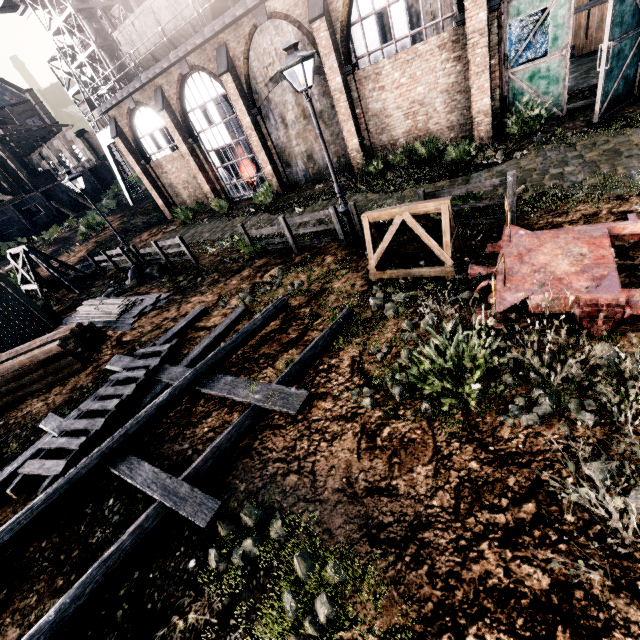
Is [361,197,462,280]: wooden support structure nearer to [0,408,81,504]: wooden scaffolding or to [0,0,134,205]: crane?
[0,408,81,504]: wooden scaffolding

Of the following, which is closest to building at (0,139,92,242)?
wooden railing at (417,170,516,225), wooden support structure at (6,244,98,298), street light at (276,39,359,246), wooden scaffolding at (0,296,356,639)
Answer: wooden support structure at (6,244,98,298)

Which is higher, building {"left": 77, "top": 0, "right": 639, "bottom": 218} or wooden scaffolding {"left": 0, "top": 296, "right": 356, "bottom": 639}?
building {"left": 77, "top": 0, "right": 639, "bottom": 218}

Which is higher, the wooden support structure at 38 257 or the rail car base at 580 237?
the wooden support structure at 38 257

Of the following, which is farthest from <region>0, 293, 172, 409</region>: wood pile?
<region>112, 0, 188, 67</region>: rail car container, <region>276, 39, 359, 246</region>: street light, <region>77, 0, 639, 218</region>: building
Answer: <region>112, 0, 188, 67</region>: rail car container

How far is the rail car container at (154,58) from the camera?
19.57m

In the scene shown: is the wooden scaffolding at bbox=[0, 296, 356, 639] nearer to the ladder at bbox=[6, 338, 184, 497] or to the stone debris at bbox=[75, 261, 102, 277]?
the ladder at bbox=[6, 338, 184, 497]

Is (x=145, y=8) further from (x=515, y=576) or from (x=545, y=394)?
(x=515, y=576)
